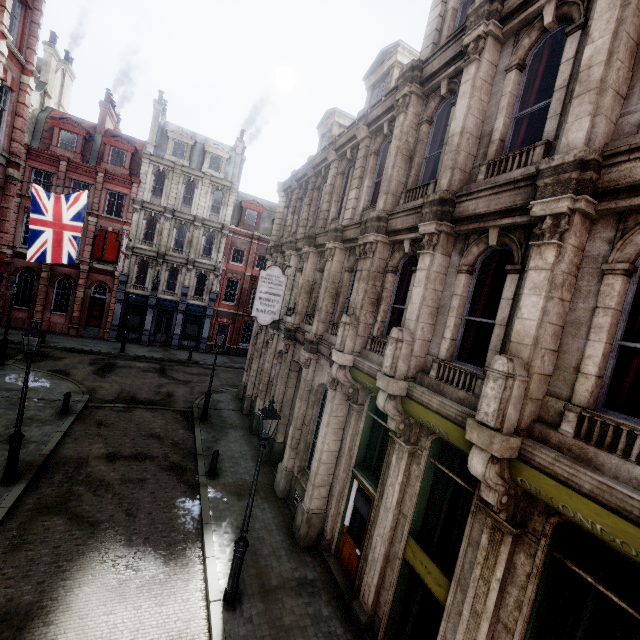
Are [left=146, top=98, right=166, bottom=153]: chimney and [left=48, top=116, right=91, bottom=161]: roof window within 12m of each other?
yes

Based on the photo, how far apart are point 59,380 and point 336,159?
18.6 meters

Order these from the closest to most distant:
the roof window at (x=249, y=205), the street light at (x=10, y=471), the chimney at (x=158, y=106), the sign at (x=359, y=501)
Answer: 1. the sign at (x=359, y=501)
2. the street light at (x=10, y=471)
3. the chimney at (x=158, y=106)
4. the roof window at (x=249, y=205)

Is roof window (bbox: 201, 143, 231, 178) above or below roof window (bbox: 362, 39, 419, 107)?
above

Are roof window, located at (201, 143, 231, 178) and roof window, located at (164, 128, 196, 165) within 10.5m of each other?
yes

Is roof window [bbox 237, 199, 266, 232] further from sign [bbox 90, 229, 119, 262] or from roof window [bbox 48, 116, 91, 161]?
roof window [bbox 48, 116, 91, 161]

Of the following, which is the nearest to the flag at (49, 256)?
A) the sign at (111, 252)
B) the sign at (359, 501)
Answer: the sign at (359, 501)

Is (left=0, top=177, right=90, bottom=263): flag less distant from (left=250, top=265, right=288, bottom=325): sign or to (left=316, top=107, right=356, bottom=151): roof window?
(left=250, top=265, right=288, bottom=325): sign
